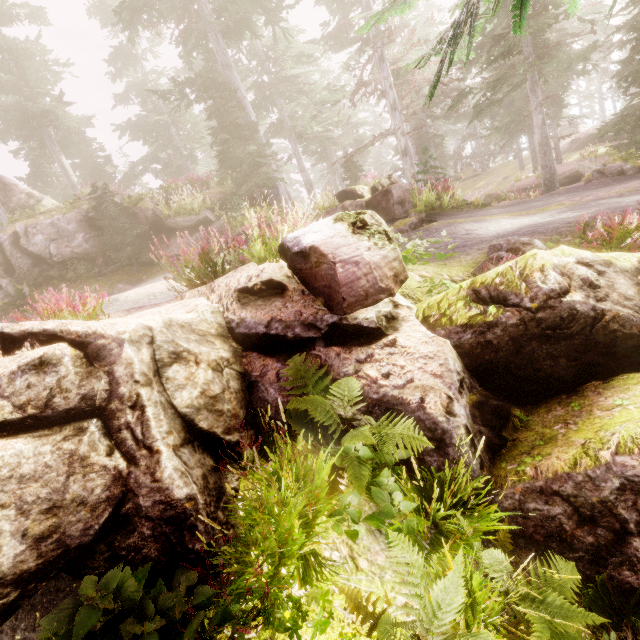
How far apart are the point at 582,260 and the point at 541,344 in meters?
1.2 m

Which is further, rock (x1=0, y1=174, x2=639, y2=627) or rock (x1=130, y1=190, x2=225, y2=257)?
rock (x1=130, y1=190, x2=225, y2=257)

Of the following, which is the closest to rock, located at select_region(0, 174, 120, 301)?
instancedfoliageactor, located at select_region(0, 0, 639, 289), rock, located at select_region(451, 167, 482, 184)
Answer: instancedfoliageactor, located at select_region(0, 0, 639, 289)

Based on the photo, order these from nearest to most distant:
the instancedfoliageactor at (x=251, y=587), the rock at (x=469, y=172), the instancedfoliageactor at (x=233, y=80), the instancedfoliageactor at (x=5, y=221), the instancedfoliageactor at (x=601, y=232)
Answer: the instancedfoliageactor at (x=251, y=587) → the instancedfoliageactor at (x=601, y=232) → the instancedfoliageactor at (x=233, y=80) → the instancedfoliageactor at (x=5, y=221) → the rock at (x=469, y=172)

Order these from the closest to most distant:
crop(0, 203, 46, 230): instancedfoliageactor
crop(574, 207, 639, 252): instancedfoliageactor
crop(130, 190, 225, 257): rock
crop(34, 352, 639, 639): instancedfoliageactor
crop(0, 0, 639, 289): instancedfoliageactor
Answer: crop(34, 352, 639, 639): instancedfoliageactor → crop(574, 207, 639, 252): instancedfoliageactor → crop(0, 0, 639, 289): instancedfoliageactor → crop(130, 190, 225, 257): rock → crop(0, 203, 46, 230): instancedfoliageactor

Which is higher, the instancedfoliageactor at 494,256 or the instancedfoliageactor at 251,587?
the instancedfoliageactor at 494,256

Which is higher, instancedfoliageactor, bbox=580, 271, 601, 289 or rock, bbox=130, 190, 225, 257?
rock, bbox=130, 190, 225, 257

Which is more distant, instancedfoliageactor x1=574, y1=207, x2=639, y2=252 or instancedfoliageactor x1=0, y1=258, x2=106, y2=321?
instancedfoliageactor x1=574, y1=207, x2=639, y2=252
